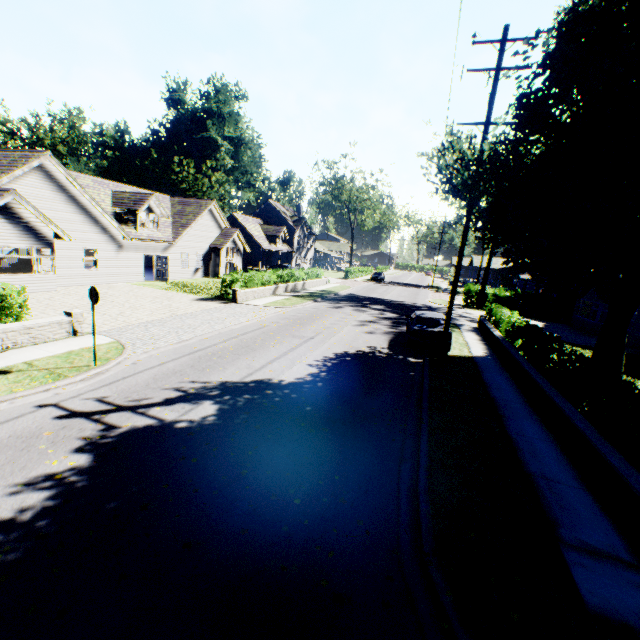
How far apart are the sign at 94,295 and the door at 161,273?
19.4m

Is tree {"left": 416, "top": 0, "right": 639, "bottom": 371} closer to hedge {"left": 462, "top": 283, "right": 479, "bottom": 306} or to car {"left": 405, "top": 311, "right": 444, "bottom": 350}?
hedge {"left": 462, "top": 283, "right": 479, "bottom": 306}

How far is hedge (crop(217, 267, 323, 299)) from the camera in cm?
2208

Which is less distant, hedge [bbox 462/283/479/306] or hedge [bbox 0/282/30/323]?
hedge [bbox 0/282/30/323]

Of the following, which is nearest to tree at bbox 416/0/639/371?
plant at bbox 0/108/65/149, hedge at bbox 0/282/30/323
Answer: plant at bbox 0/108/65/149

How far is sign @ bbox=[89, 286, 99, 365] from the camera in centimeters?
889cm

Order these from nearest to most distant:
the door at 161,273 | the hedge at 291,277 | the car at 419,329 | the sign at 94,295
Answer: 1. the sign at 94,295
2. the car at 419,329
3. the hedge at 291,277
4. the door at 161,273

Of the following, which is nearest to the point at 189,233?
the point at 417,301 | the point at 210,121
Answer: the point at 417,301
